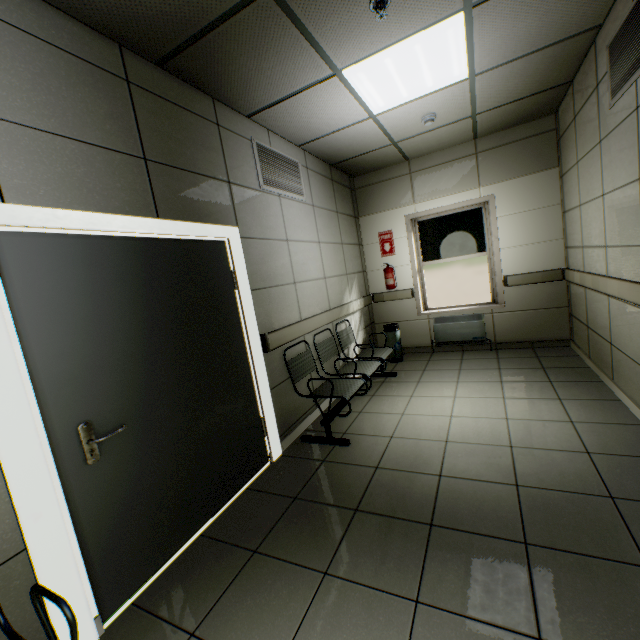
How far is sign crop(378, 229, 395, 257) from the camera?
5.7m

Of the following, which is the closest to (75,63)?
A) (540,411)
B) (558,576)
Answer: (558,576)

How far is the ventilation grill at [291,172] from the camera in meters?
3.3

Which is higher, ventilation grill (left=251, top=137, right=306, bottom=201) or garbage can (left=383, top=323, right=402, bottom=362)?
ventilation grill (left=251, top=137, right=306, bottom=201)

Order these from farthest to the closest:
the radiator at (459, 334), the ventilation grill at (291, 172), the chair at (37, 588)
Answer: the radiator at (459, 334), the ventilation grill at (291, 172), the chair at (37, 588)

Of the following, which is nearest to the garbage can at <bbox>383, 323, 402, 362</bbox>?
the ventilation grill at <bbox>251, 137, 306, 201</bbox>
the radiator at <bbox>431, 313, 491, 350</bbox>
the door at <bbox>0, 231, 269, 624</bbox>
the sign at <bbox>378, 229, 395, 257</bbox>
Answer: the radiator at <bbox>431, 313, 491, 350</bbox>

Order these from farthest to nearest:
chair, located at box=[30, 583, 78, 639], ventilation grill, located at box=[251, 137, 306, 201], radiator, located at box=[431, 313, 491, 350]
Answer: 1. radiator, located at box=[431, 313, 491, 350]
2. ventilation grill, located at box=[251, 137, 306, 201]
3. chair, located at box=[30, 583, 78, 639]

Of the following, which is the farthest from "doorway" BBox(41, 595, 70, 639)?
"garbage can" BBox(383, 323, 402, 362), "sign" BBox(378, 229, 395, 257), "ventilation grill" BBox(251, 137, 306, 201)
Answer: "sign" BBox(378, 229, 395, 257)
